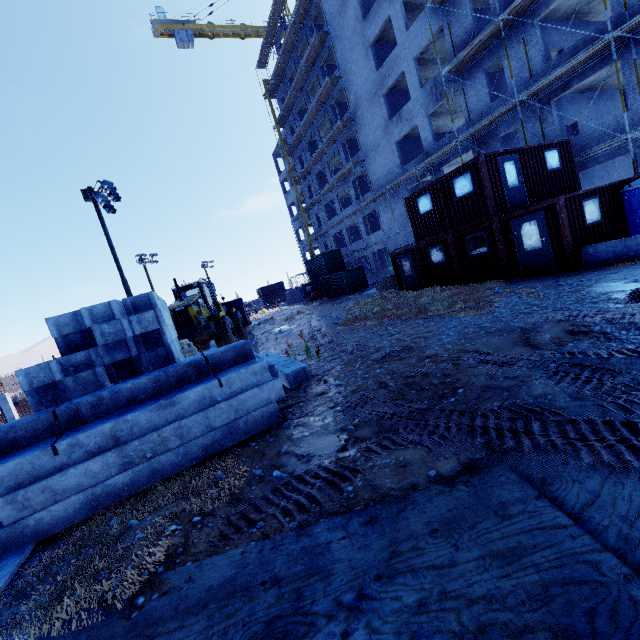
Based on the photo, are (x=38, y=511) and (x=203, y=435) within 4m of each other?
yes

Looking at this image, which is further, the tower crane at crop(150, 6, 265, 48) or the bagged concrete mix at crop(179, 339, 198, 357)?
the tower crane at crop(150, 6, 265, 48)

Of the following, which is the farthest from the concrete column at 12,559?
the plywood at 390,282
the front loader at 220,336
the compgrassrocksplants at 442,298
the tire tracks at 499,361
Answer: the plywood at 390,282

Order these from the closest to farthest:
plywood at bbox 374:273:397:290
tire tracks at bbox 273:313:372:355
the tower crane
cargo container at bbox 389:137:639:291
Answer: tire tracks at bbox 273:313:372:355
cargo container at bbox 389:137:639:291
plywood at bbox 374:273:397:290
the tower crane

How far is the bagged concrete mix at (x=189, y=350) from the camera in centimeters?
1278cm

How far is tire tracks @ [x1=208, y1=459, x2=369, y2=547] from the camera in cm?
330

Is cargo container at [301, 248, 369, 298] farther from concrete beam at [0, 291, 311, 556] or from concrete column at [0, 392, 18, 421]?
concrete column at [0, 392, 18, 421]

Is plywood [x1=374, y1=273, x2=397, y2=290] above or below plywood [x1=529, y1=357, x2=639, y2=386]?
above
